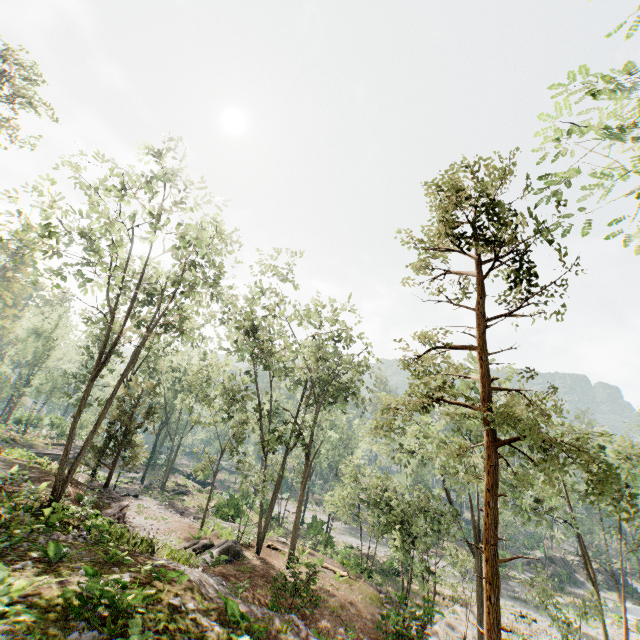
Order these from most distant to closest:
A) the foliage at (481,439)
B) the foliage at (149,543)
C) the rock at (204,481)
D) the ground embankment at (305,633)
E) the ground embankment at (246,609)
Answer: the rock at (204,481) < the foliage at (149,543) < the ground embankment at (305,633) < the ground embankment at (246,609) < the foliage at (481,439)

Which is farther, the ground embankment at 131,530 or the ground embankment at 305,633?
the ground embankment at 131,530

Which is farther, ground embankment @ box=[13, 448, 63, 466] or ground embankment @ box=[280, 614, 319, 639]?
ground embankment @ box=[13, 448, 63, 466]

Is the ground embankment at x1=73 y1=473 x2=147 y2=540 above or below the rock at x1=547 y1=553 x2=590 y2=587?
above

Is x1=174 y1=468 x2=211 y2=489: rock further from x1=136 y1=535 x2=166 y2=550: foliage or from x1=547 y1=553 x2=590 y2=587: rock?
x1=547 y1=553 x2=590 y2=587: rock

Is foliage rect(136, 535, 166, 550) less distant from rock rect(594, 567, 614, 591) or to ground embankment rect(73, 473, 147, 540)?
ground embankment rect(73, 473, 147, 540)

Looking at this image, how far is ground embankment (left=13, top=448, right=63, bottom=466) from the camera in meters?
22.4

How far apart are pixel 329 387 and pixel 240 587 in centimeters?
1271cm
